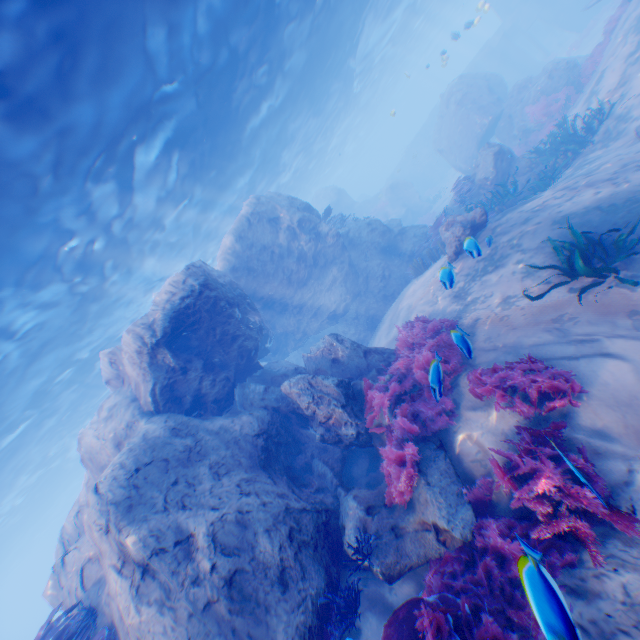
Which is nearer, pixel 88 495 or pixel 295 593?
pixel 295 593

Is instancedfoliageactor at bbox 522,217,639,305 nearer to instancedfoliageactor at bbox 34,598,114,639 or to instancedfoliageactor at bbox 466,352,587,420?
instancedfoliageactor at bbox 466,352,587,420

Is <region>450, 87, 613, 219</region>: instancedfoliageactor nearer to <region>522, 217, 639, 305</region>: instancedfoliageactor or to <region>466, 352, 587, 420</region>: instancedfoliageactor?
<region>522, 217, 639, 305</region>: instancedfoliageactor

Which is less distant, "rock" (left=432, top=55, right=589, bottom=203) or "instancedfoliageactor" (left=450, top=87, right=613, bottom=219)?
"instancedfoliageactor" (left=450, top=87, right=613, bottom=219)

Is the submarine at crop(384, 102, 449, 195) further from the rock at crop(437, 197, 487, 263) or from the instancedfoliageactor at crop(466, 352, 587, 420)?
the instancedfoliageactor at crop(466, 352, 587, 420)

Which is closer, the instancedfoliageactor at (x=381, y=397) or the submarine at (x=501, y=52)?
the instancedfoliageactor at (x=381, y=397)

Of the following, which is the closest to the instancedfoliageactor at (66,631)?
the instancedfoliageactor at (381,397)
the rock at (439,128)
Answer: the rock at (439,128)

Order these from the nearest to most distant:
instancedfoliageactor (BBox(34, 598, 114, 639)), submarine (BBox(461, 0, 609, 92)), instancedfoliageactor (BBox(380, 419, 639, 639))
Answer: instancedfoliageactor (BBox(380, 419, 639, 639)) → instancedfoliageactor (BBox(34, 598, 114, 639)) → submarine (BBox(461, 0, 609, 92))
